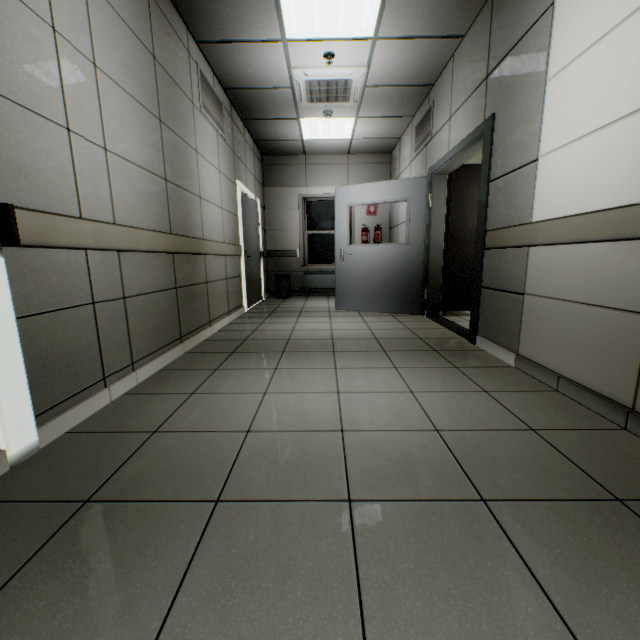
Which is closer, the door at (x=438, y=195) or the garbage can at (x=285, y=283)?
the door at (x=438, y=195)

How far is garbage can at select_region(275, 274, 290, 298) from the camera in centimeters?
752cm

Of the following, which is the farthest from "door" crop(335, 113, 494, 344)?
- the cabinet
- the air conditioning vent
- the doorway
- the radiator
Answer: the doorway

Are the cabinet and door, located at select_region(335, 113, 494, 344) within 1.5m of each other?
yes

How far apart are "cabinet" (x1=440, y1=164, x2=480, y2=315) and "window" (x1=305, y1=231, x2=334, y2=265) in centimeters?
294cm

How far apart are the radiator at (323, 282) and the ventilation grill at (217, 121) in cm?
373

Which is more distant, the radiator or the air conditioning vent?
the radiator

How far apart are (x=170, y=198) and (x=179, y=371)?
1.60m
